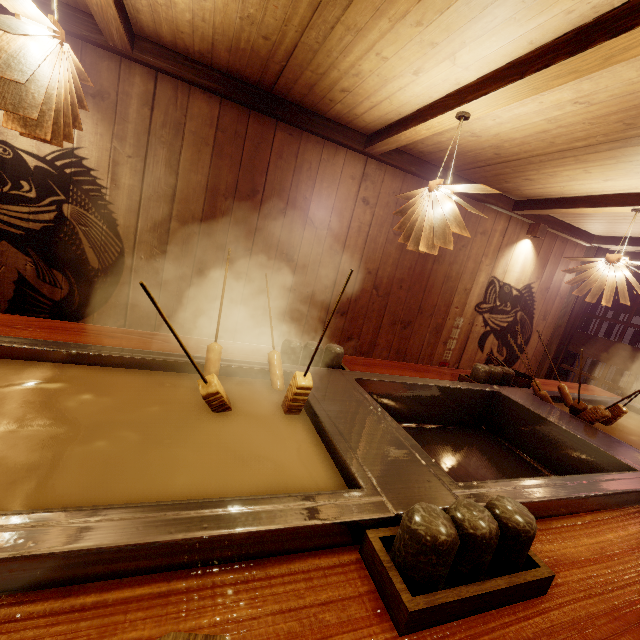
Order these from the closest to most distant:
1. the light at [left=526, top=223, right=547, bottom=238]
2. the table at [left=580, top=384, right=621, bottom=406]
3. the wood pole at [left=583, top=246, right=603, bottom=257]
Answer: the table at [left=580, top=384, right=621, bottom=406] < the light at [left=526, top=223, right=547, bottom=238] < the wood pole at [left=583, top=246, right=603, bottom=257]

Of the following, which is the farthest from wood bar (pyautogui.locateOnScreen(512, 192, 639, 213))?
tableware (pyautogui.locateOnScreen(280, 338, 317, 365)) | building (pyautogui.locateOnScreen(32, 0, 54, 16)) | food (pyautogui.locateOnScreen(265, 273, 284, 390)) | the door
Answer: food (pyautogui.locateOnScreen(265, 273, 284, 390))

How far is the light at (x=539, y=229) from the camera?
6.95m

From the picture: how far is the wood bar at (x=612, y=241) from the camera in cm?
728

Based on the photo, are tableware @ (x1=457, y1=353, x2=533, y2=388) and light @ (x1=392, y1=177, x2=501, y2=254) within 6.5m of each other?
yes

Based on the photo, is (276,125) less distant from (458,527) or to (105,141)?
(105,141)

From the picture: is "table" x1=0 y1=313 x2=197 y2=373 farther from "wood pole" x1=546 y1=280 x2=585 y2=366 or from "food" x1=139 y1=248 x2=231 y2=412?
"wood pole" x1=546 y1=280 x2=585 y2=366

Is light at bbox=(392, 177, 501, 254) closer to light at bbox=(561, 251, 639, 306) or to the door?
light at bbox=(561, 251, 639, 306)
